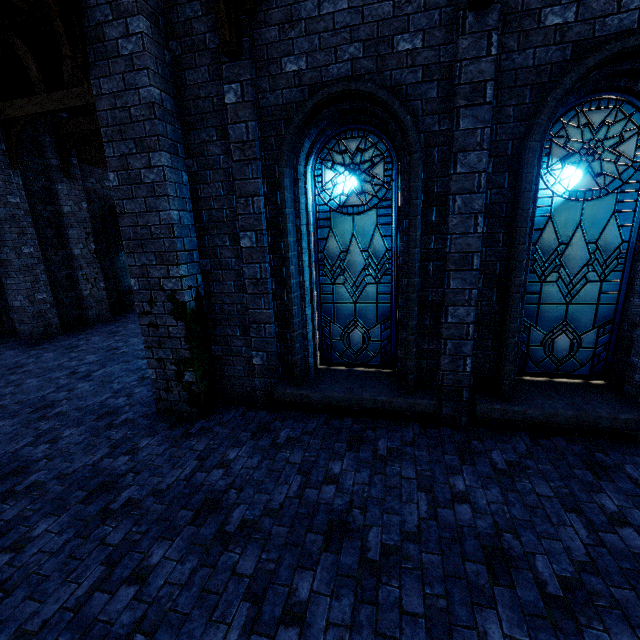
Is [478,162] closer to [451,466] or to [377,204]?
[377,204]

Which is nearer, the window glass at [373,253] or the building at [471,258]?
the building at [471,258]

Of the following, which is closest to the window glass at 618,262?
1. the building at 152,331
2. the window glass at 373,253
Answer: the building at 152,331

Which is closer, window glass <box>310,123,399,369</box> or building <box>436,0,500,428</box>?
building <box>436,0,500,428</box>

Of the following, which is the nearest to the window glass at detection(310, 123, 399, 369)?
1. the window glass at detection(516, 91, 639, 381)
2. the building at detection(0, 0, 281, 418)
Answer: the building at detection(0, 0, 281, 418)

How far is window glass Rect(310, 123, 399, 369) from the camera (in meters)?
4.63

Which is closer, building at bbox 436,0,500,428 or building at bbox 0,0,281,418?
building at bbox 436,0,500,428
